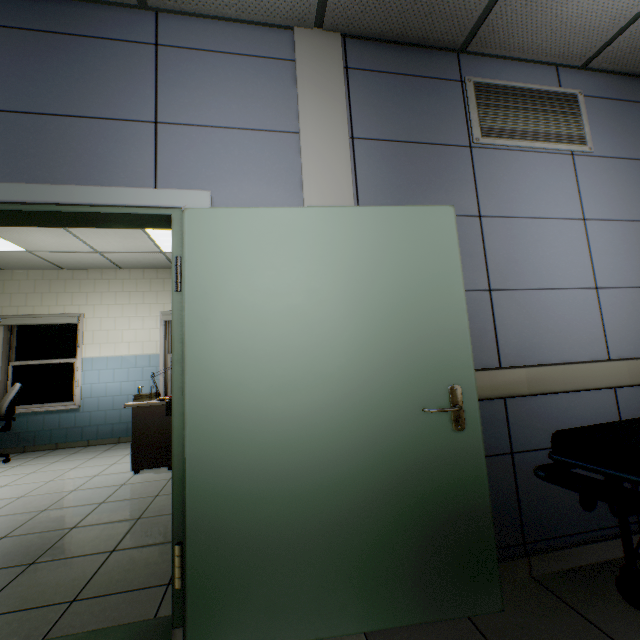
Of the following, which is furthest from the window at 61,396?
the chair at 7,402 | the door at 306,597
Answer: the door at 306,597

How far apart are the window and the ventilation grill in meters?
7.1 m

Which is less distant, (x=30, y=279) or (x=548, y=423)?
(x=548, y=423)

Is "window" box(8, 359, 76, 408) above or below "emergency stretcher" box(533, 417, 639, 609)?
above

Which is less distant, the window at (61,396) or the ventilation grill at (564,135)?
the ventilation grill at (564,135)

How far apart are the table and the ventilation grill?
3.6 meters

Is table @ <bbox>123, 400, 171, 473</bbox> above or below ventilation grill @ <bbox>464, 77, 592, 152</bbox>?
below

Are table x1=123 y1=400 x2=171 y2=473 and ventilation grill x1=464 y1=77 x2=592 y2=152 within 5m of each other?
yes
